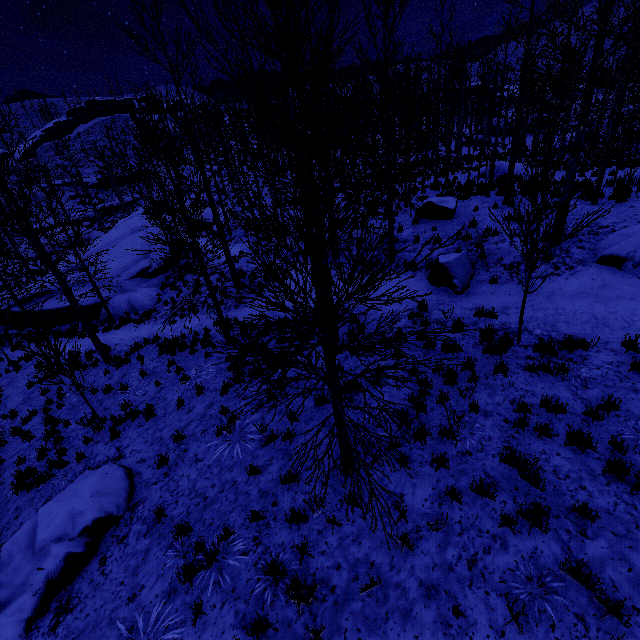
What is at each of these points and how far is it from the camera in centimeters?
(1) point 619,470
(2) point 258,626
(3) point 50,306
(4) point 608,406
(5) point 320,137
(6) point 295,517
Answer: (1) instancedfoliageactor, 437cm
(2) instancedfoliageactor, 397cm
(3) rock, 1994cm
(4) instancedfoliageactor, 538cm
(5) instancedfoliageactor, 256cm
(6) instancedfoliageactor, 502cm

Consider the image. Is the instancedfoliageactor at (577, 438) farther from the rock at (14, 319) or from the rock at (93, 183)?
the rock at (93, 183)

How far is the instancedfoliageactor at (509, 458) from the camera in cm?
441

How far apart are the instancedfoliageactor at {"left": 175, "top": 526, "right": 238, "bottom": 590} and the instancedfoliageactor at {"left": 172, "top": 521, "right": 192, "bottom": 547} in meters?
0.6 m

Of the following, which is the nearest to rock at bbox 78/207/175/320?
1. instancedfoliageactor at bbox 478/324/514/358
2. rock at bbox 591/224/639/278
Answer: instancedfoliageactor at bbox 478/324/514/358

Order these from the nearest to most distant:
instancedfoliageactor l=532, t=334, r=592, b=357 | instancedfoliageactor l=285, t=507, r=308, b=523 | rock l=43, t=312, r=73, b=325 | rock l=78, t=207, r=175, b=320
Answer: instancedfoliageactor l=285, t=507, r=308, b=523 → instancedfoliageactor l=532, t=334, r=592, b=357 → rock l=78, t=207, r=175, b=320 → rock l=43, t=312, r=73, b=325

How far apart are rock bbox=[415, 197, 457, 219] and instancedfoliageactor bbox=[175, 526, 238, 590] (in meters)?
14.10

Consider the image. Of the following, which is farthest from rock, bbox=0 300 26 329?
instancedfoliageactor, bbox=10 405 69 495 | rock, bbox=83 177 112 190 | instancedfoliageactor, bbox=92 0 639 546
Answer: rock, bbox=83 177 112 190
